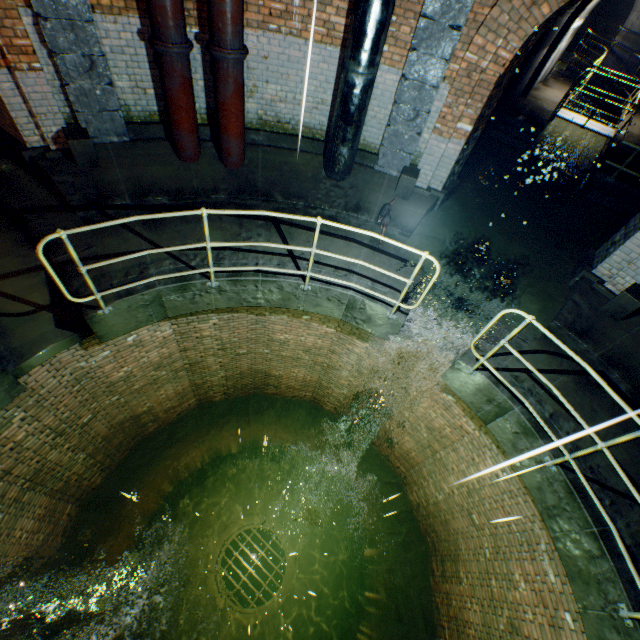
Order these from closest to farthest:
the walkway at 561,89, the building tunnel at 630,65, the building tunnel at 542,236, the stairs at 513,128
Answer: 1. the building tunnel at 542,236
2. the walkway at 561,89
3. the stairs at 513,128
4. the building tunnel at 630,65

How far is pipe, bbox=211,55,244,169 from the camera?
5.08m

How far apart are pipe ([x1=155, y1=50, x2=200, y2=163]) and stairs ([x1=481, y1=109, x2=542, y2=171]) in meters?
8.0

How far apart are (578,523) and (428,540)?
4.7 meters

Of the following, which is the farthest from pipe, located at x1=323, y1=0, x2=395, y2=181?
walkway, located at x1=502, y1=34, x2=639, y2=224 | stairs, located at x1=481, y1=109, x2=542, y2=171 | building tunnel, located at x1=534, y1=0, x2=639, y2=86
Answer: walkway, located at x1=502, y1=34, x2=639, y2=224

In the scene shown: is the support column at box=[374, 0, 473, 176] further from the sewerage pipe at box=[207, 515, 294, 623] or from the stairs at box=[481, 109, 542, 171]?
the sewerage pipe at box=[207, 515, 294, 623]

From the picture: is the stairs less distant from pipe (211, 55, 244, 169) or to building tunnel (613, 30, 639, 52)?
building tunnel (613, 30, 639, 52)

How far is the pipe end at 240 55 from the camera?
4.82m
